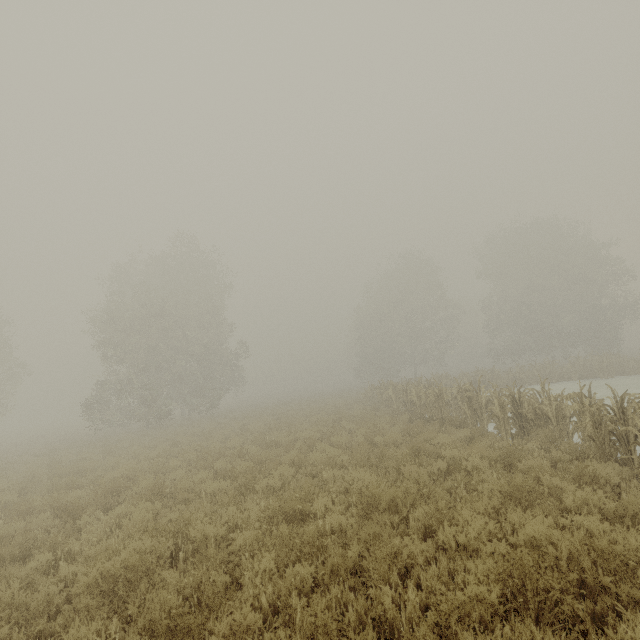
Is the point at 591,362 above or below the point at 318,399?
above
